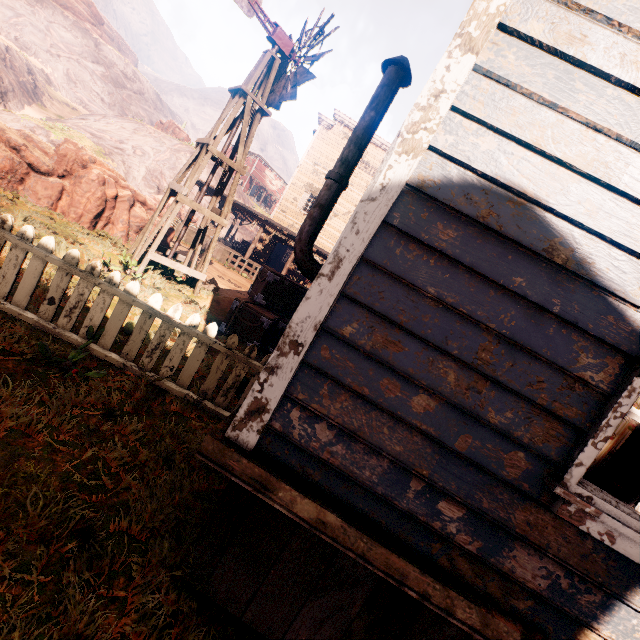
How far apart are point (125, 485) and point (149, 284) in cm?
650

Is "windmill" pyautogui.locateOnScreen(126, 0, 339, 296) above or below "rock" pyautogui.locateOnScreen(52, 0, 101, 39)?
below

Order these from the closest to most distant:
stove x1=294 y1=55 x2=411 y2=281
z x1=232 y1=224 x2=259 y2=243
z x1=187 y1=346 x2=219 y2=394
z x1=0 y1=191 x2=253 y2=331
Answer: stove x1=294 y1=55 x2=411 y2=281 < z x1=187 y1=346 x2=219 y2=394 < z x1=0 y1=191 x2=253 y2=331 < z x1=232 y1=224 x2=259 y2=243

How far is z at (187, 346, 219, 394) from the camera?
4.26m

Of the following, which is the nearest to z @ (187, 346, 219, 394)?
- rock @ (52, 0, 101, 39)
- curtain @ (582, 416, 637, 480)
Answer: curtain @ (582, 416, 637, 480)

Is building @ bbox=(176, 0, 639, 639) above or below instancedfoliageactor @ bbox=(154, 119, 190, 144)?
below

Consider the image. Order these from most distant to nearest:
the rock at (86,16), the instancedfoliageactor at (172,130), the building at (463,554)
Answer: the rock at (86,16)
the instancedfoliageactor at (172,130)
the building at (463,554)

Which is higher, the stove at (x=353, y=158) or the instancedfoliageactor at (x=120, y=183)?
the stove at (x=353, y=158)
